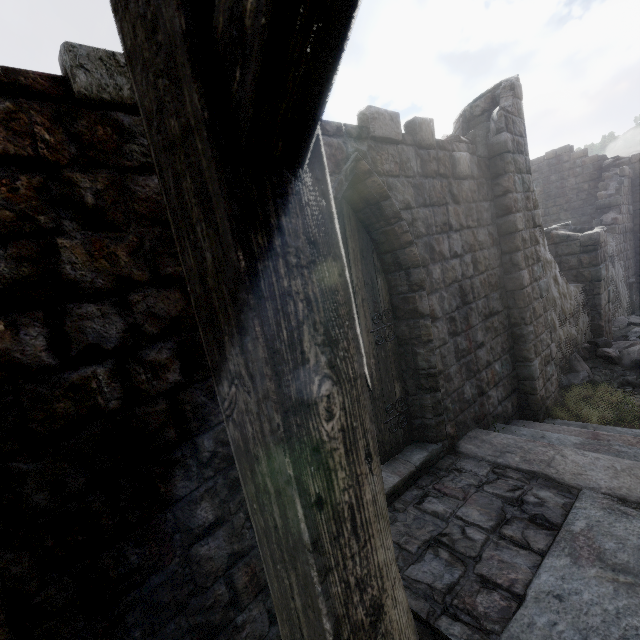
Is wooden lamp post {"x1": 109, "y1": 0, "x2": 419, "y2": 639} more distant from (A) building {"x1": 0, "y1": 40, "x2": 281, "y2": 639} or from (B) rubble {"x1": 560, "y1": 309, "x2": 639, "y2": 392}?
(B) rubble {"x1": 560, "y1": 309, "x2": 639, "y2": 392}

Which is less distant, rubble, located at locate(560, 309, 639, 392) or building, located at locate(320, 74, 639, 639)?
building, located at locate(320, 74, 639, 639)

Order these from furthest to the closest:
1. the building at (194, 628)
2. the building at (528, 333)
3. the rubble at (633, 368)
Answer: the rubble at (633, 368)
the building at (528, 333)
the building at (194, 628)

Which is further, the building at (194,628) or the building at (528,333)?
the building at (528,333)

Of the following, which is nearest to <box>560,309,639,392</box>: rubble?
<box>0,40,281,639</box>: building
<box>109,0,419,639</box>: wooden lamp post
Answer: <box>0,40,281,639</box>: building

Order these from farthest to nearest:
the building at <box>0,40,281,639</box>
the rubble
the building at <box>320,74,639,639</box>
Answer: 1. the rubble
2. the building at <box>320,74,639,639</box>
3. the building at <box>0,40,281,639</box>

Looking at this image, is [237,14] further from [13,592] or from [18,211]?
[13,592]

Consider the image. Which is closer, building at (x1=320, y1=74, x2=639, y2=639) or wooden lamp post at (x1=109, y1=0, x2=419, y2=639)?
wooden lamp post at (x1=109, y1=0, x2=419, y2=639)
